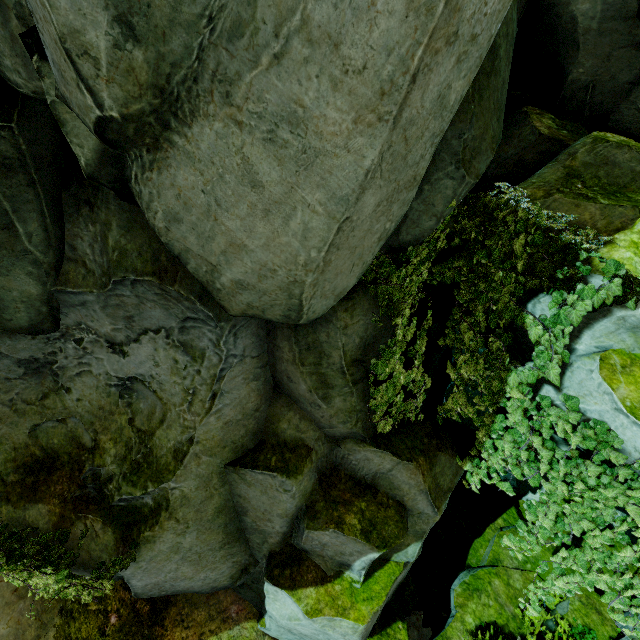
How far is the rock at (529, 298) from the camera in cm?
431

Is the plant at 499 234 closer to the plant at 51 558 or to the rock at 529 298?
the rock at 529 298

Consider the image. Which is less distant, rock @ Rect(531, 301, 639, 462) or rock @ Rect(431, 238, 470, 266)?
rock @ Rect(531, 301, 639, 462)

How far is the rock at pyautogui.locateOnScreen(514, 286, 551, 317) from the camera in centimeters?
431cm

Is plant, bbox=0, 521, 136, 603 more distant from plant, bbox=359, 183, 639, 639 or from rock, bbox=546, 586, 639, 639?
plant, bbox=359, 183, 639, 639

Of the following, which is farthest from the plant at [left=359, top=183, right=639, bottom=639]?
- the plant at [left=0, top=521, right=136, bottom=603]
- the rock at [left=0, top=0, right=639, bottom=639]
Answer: the plant at [left=0, top=521, right=136, bottom=603]

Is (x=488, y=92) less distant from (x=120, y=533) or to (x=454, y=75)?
(x=454, y=75)

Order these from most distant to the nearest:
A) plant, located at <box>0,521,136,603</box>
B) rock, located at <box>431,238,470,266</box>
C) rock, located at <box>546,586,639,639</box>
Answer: rock, located at <box>546,586,639,639</box>, rock, located at <box>431,238,470,266</box>, plant, located at <box>0,521,136,603</box>
